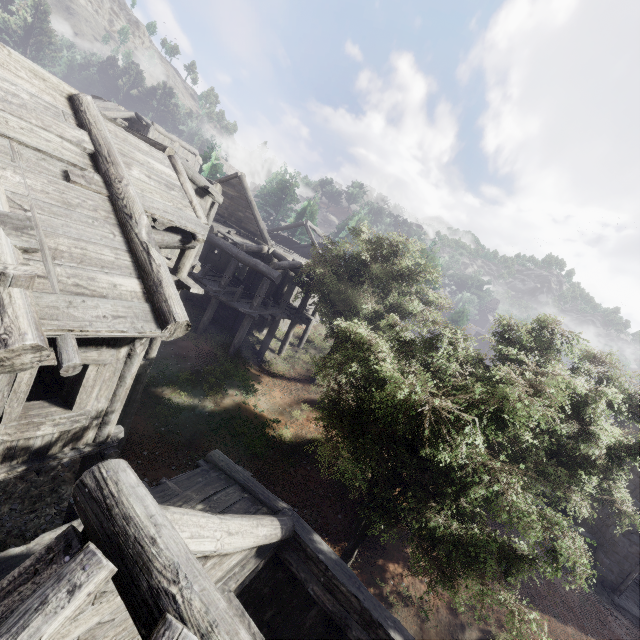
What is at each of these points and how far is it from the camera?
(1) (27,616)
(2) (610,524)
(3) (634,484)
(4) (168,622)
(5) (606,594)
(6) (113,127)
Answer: (1) wooden plank rubble, 1.56m
(2) building, 15.69m
(3) building, 15.78m
(4) wooden plank rubble, 1.67m
(5) rubble, 14.47m
(6) building, 7.83m

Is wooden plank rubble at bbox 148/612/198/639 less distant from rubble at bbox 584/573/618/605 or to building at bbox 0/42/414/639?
building at bbox 0/42/414/639

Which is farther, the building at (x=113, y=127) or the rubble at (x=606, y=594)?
the rubble at (x=606, y=594)

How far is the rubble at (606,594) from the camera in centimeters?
1434cm

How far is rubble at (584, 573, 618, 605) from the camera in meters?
14.3 m

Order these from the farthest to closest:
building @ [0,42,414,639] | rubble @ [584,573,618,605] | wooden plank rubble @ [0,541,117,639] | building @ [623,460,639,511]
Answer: building @ [623,460,639,511] → rubble @ [584,573,618,605] → building @ [0,42,414,639] → wooden plank rubble @ [0,541,117,639]

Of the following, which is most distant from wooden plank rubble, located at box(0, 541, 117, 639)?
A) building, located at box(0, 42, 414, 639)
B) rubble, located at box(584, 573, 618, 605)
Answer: rubble, located at box(584, 573, 618, 605)
